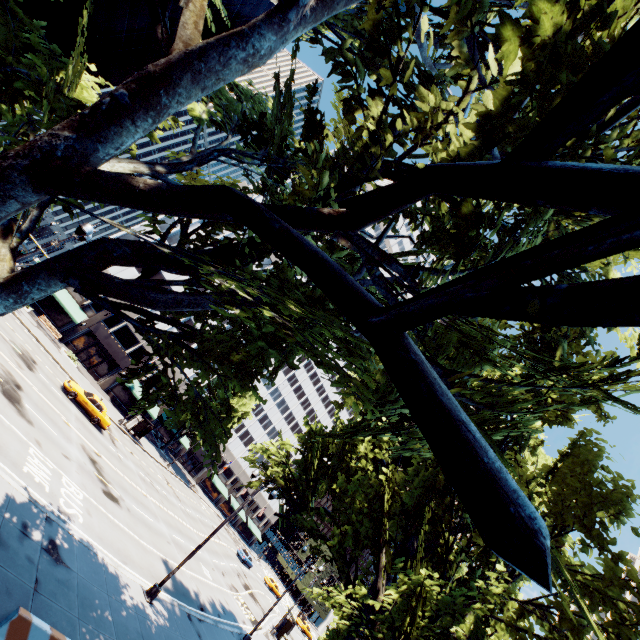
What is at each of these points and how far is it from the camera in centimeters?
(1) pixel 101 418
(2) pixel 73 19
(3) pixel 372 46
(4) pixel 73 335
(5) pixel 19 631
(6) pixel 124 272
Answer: (1) vehicle, 2789cm
(2) building, 5188cm
(3) tree, 503cm
(4) building, 4050cm
(5) concrete barrier, 732cm
(6) building, 4297cm

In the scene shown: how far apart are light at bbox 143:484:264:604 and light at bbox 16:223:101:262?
13.98m

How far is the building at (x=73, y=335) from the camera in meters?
39.2 m

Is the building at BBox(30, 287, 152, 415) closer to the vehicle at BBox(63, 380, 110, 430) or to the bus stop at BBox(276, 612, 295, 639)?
the bus stop at BBox(276, 612, 295, 639)

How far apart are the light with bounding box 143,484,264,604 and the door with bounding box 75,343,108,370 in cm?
3453

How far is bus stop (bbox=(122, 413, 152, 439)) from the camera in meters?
38.6

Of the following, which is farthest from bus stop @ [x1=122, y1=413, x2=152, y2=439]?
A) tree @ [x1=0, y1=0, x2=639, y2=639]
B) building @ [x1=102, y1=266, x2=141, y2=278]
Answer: tree @ [x1=0, y1=0, x2=639, y2=639]

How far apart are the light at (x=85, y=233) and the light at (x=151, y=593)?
13.98m
